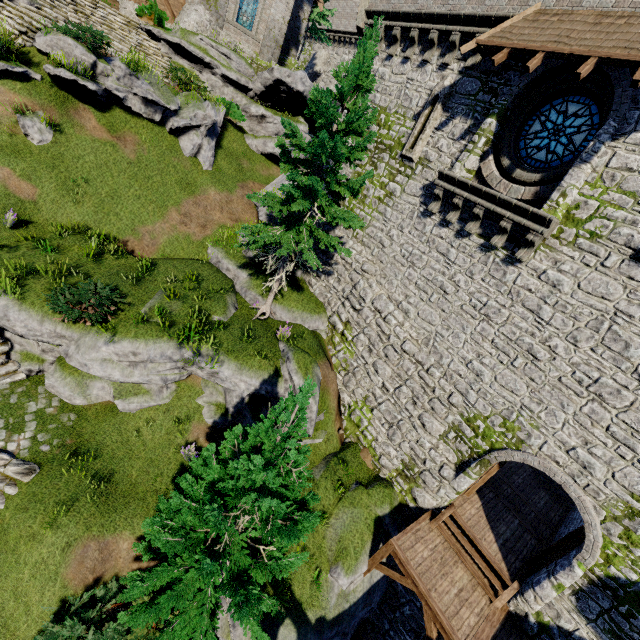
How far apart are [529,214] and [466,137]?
3.9m

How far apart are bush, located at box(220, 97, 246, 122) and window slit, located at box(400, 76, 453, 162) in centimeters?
1277cm

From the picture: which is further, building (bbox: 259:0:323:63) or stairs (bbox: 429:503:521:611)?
building (bbox: 259:0:323:63)

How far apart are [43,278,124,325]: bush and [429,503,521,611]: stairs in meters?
12.9

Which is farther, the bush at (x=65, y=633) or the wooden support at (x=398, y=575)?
the wooden support at (x=398, y=575)

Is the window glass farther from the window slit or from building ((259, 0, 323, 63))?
building ((259, 0, 323, 63))

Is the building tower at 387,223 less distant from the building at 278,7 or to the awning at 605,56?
the awning at 605,56

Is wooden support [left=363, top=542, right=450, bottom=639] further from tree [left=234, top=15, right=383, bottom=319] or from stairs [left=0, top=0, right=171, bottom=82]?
stairs [left=0, top=0, right=171, bottom=82]
